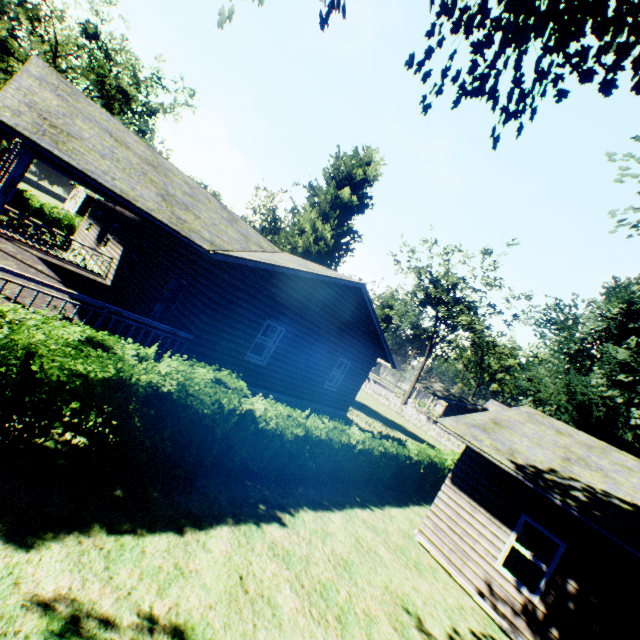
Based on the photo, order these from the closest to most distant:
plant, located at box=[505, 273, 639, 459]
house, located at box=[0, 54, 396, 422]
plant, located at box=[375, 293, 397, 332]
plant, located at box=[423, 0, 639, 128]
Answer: plant, located at box=[423, 0, 639, 128], house, located at box=[0, 54, 396, 422], plant, located at box=[505, 273, 639, 459], plant, located at box=[375, 293, 397, 332]

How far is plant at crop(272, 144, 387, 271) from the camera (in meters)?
26.17

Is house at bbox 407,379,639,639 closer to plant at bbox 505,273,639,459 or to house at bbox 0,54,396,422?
plant at bbox 505,273,639,459

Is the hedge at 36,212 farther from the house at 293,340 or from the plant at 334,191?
the plant at 334,191

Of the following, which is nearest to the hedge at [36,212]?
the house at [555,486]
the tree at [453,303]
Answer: the house at [555,486]

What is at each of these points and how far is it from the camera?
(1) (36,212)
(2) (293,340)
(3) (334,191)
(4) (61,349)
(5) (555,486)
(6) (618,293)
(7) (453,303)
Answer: (1) hedge, 21.6 meters
(2) house, 12.4 meters
(3) plant, 27.4 meters
(4) hedge, 4.8 meters
(5) house, 7.8 meters
(6) plant, 18.6 meters
(7) tree, 37.1 meters

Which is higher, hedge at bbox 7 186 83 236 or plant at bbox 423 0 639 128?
plant at bbox 423 0 639 128

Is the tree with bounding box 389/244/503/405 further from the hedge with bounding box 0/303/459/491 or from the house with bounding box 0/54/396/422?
the hedge with bounding box 0/303/459/491
